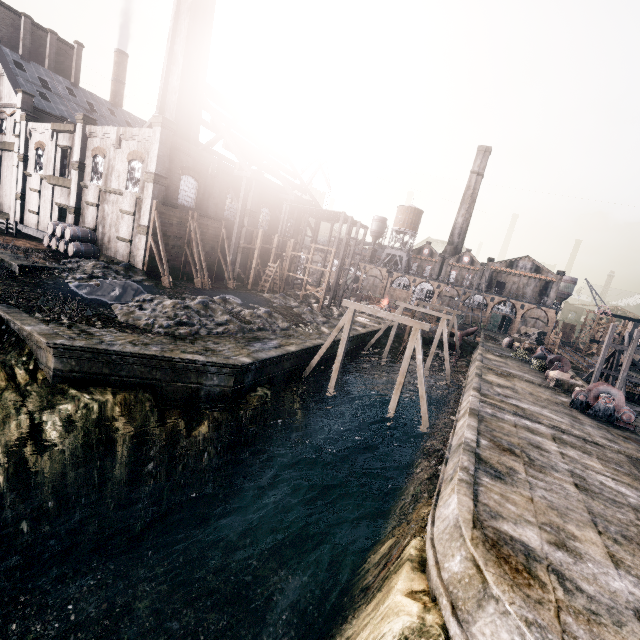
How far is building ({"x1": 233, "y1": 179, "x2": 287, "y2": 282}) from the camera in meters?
38.1 m

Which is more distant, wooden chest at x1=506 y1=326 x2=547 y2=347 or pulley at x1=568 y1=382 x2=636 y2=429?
wooden chest at x1=506 y1=326 x2=547 y2=347

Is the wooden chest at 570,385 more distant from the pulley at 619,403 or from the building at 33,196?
the building at 33,196

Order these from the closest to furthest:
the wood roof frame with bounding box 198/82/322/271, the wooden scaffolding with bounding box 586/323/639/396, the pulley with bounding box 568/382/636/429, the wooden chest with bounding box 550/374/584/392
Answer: the pulley with bounding box 568/382/636/429 → the wooden chest with bounding box 550/374/584/392 → the wooden scaffolding with bounding box 586/323/639/396 → the wood roof frame with bounding box 198/82/322/271

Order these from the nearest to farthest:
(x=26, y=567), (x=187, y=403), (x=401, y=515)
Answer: (x=26, y=567), (x=401, y=515), (x=187, y=403)

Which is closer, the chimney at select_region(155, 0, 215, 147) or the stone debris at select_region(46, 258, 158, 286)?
the stone debris at select_region(46, 258, 158, 286)

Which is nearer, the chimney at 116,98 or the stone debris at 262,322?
the stone debris at 262,322

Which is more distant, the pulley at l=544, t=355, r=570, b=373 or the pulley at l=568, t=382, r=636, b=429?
the pulley at l=544, t=355, r=570, b=373
